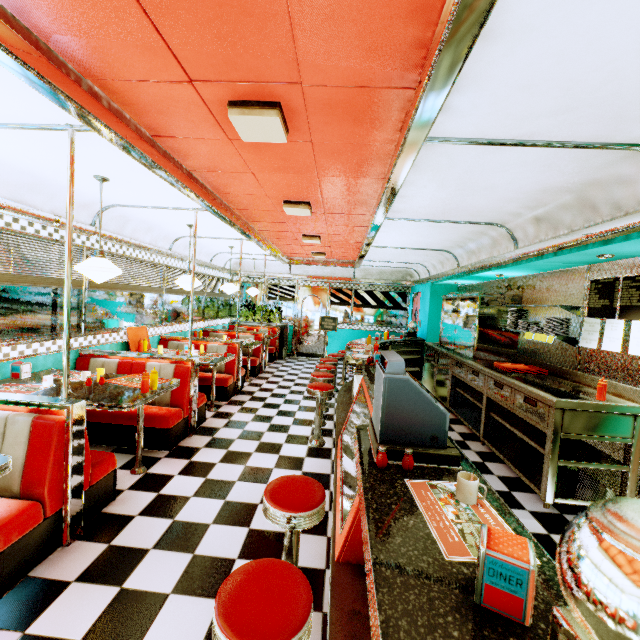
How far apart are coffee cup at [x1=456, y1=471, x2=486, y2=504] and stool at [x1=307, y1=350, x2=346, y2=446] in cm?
358

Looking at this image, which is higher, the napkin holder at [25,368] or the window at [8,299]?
the window at [8,299]

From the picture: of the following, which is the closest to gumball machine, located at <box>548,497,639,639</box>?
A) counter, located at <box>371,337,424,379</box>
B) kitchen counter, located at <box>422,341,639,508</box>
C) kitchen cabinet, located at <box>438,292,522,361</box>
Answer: counter, located at <box>371,337,424,379</box>

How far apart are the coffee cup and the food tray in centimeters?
545cm

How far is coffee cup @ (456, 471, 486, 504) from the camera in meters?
1.3 m

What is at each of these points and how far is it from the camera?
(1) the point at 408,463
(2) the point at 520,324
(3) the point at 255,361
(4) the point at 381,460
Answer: (1) salt and pepper shaker, 1.58m
(2) plate, 4.90m
(3) seat, 7.91m
(4) salt and pepper shaker, 1.59m

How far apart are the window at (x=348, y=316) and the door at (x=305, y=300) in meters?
0.1 m

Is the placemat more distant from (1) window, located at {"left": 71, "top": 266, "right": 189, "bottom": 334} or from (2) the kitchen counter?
(1) window, located at {"left": 71, "top": 266, "right": 189, "bottom": 334}
